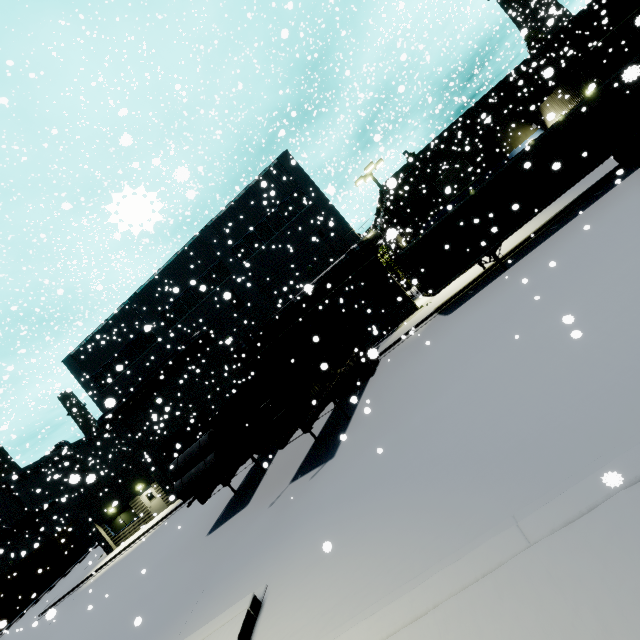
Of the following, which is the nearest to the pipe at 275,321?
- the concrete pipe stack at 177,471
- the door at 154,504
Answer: the concrete pipe stack at 177,471

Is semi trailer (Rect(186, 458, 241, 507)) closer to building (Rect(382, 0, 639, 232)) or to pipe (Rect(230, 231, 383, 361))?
building (Rect(382, 0, 639, 232))

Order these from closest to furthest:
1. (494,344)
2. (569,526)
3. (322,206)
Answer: (569,526), (494,344), (322,206)

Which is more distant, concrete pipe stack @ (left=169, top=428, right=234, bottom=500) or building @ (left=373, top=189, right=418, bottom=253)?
building @ (left=373, top=189, right=418, bottom=253)

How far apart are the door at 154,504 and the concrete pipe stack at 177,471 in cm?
1469

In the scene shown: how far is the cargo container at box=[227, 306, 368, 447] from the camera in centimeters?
1100cm

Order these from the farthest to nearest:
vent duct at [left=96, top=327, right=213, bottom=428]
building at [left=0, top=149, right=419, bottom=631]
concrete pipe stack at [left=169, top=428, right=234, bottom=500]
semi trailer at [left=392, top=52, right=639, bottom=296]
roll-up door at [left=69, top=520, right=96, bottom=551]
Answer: roll-up door at [left=69, top=520, right=96, bottom=551] < vent duct at [left=96, top=327, right=213, bottom=428] < building at [left=0, top=149, right=419, bottom=631] < semi trailer at [left=392, top=52, right=639, bottom=296] < concrete pipe stack at [left=169, top=428, right=234, bottom=500]

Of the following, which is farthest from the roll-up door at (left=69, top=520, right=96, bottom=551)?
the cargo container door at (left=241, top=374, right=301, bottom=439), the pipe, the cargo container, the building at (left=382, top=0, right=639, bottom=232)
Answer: the cargo container door at (left=241, top=374, right=301, bottom=439)
